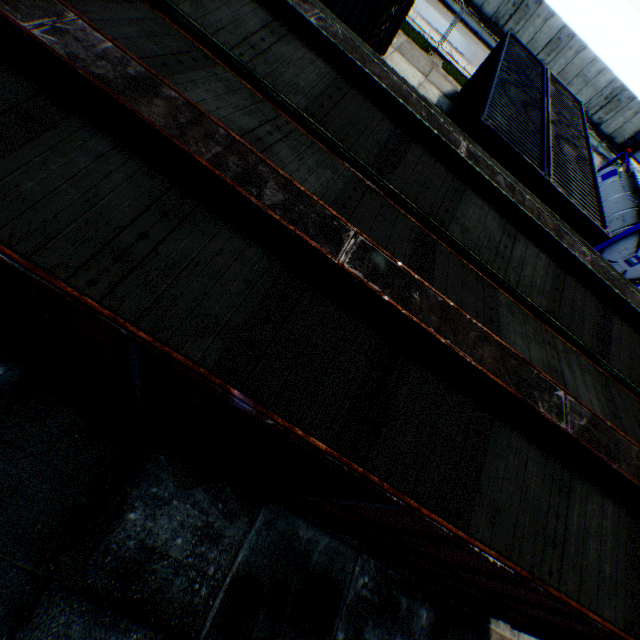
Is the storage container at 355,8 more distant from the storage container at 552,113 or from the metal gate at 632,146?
the metal gate at 632,146

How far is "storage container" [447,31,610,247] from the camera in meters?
9.2 m

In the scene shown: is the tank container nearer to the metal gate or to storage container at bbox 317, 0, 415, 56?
storage container at bbox 317, 0, 415, 56

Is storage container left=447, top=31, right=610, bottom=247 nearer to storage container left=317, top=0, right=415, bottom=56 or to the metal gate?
storage container left=317, top=0, right=415, bottom=56

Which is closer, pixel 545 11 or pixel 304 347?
pixel 304 347

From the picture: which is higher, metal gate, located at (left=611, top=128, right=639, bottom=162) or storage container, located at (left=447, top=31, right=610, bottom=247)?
storage container, located at (left=447, top=31, right=610, bottom=247)

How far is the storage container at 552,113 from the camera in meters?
9.2 m

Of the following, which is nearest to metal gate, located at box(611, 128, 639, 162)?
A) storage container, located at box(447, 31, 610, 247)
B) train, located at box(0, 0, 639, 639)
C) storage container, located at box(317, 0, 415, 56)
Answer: storage container, located at box(447, 31, 610, 247)
